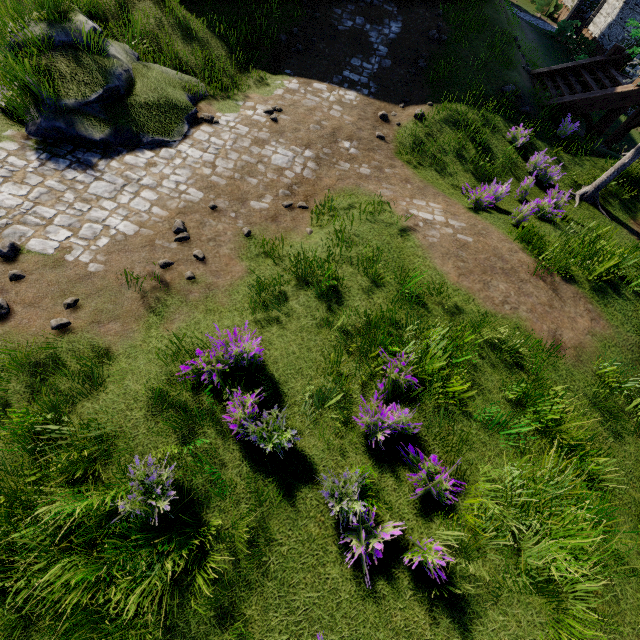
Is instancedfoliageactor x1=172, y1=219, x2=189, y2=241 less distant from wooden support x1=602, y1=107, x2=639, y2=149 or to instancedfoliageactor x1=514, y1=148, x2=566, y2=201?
instancedfoliageactor x1=514, y1=148, x2=566, y2=201

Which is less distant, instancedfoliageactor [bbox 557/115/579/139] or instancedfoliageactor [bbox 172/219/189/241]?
instancedfoliageactor [bbox 172/219/189/241]

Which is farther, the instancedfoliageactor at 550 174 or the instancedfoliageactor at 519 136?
the instancedfoliageactor at 519 136

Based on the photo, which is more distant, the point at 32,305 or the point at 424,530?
the point at 32,305

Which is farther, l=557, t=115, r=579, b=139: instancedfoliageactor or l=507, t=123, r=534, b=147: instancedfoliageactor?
l=557, t=115, r=579, b=139: instancedfoliageactor

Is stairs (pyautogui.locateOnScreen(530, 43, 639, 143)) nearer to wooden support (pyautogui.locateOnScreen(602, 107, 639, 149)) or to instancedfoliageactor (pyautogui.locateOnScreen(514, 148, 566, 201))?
wooden support (pyautogui.locateOnScreen(602, 107, 639, 149))

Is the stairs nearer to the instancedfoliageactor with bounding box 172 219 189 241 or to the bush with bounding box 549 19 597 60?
the bush with bounding box 549 19 597 60

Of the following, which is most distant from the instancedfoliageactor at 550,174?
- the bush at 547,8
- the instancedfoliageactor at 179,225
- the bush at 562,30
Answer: the bush at 547,8
